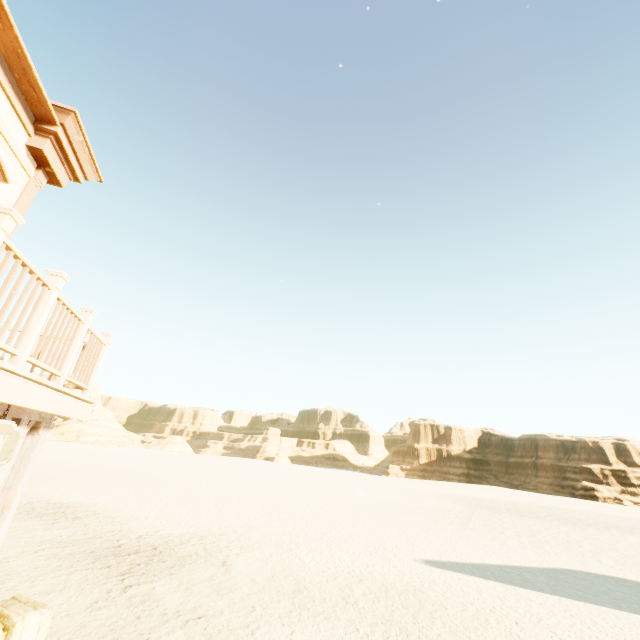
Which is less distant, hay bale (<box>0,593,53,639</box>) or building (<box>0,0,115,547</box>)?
building (<box>0,0,115,547</box>)

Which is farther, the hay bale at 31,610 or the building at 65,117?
the hay bale at 31,610

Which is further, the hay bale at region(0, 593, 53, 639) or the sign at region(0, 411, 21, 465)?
the hay bale at region(0, 593, 53, 639)

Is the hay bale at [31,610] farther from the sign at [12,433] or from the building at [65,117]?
the sign at [12,433]

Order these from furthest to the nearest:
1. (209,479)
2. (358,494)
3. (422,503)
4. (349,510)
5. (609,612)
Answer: (358,494), (209,479), (422,503), (349,510), (609,612)

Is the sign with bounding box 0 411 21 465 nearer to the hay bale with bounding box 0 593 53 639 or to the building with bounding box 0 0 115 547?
the building with bounding box 0 0 115 547

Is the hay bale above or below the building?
below
